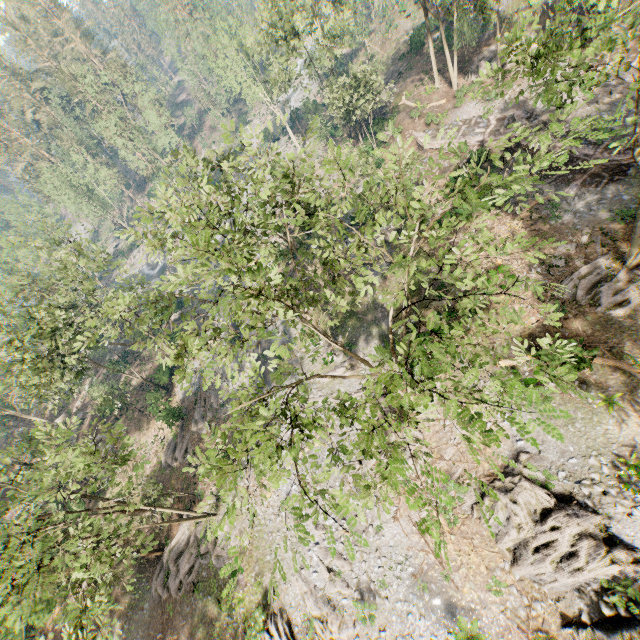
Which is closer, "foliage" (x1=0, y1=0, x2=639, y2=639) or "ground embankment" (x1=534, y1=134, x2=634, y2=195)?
"foliage" (x1=0, y1=0, x2=639, y2=639)

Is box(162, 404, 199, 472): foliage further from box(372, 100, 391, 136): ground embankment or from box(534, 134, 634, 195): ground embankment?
box(372, 100, 391, 136): ground embankment

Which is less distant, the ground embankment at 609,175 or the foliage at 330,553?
the foliage at 330,553

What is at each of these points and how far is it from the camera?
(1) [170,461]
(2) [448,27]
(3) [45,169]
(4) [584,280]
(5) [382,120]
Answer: (1) foliage, 31.7 meters
(2) ground embankment, 36.1 meters
(3) foliage, 48.4 meters
(4) foliage, 19.7 meters
(5) ground embankment, 36.6 meters

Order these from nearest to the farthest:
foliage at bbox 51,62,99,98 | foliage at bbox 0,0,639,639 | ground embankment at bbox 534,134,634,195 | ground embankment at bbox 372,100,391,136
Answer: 1. foliage at bbox 0,0,639,639
2. ground embankment at bbox 534,134,634,195
3. ground embankment at bbox 372,100,391,136
4. foliage at bbox 51,62,99,98

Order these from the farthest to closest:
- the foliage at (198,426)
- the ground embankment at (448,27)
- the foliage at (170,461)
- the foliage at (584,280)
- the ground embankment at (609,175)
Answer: the ground embankment at (448,27) < the foliage at (198,426) < the foliage at (170,461) < the ground embankment at (609,175) < the foliage at (584,280)

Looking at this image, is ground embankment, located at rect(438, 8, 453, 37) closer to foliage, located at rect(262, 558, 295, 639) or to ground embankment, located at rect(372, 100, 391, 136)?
foliage, located at rect(262, 558, 295, 639)

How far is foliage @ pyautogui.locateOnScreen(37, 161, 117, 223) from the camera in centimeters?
4819cm
